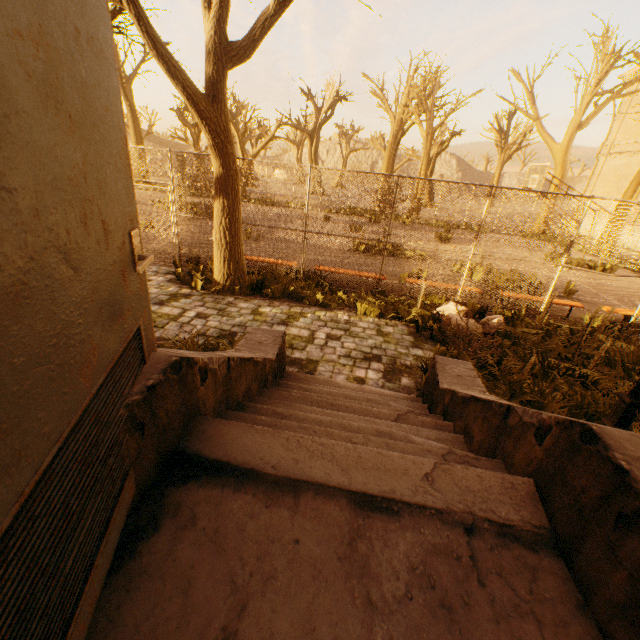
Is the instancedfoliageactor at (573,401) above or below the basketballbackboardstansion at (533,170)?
below

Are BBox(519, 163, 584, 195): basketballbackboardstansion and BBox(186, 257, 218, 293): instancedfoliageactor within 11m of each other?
no

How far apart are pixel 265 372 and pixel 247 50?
5.7 meters

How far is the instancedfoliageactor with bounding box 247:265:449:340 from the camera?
7.02m

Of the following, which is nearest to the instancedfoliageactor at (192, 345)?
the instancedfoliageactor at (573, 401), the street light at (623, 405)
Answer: the instancedfoliageactor at (573, 401)

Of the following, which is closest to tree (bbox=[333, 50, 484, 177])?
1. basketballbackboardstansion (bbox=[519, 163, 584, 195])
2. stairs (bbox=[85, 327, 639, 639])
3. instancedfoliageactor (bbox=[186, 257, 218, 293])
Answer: instancedfoliageactor (bbox=[186, 257, 218, 293])

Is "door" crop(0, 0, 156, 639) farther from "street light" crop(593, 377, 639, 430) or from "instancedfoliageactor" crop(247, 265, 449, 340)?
"instancedfoliageactor" crop(247, 265, 449, 340)

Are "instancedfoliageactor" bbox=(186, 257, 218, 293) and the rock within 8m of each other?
yes
